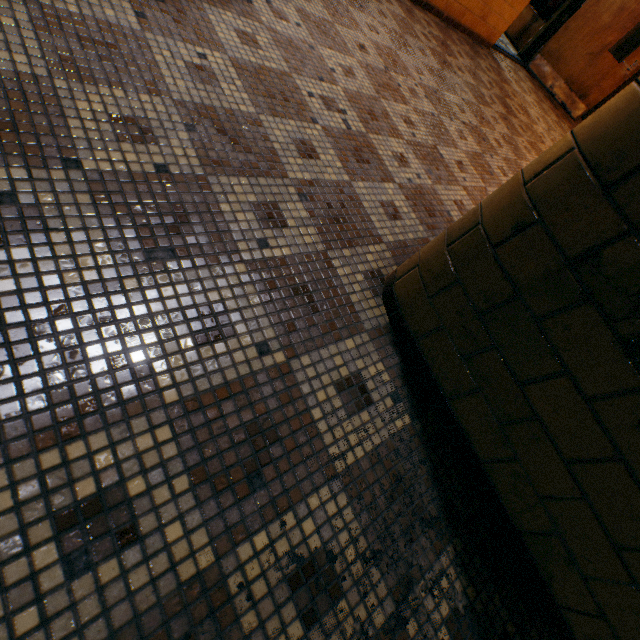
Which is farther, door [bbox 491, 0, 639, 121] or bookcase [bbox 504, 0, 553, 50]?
bookcase [bbox 504, 0, 553, 50]

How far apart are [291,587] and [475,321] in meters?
1.0 m

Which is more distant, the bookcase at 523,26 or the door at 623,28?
the bookcase at 523,26
